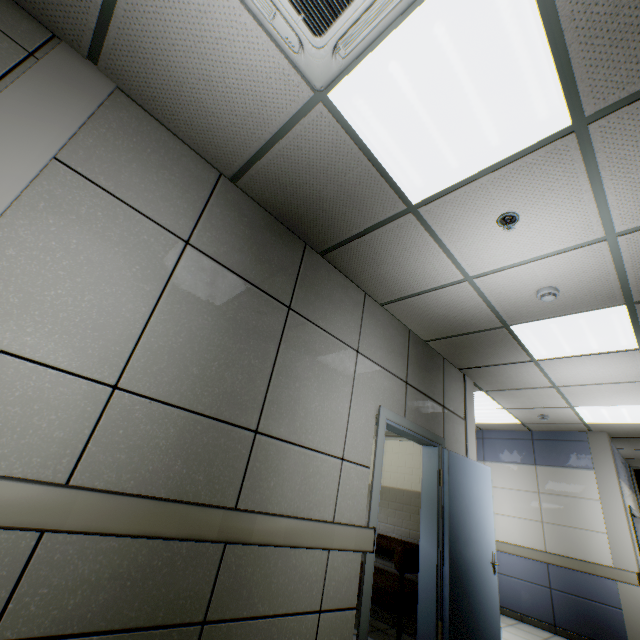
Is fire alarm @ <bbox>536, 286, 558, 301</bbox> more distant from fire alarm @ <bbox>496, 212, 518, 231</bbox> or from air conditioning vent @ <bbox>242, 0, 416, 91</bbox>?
air conditioning vent @ <bbox>242, 0, 416, 91</bbox>

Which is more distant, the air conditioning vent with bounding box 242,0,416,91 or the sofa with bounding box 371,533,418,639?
the sofa with bounding box 371,533,418,639

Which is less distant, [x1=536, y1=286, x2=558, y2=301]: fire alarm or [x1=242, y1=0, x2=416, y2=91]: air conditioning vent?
[x1=242, y1=0, x2=416, y2=91]: air conditioning vent

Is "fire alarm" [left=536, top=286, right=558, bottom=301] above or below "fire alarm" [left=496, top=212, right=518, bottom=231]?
below

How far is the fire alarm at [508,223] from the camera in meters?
2.3 m

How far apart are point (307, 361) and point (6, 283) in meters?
1.9

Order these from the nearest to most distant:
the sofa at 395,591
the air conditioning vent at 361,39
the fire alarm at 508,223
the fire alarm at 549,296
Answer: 1. the air conditioning vent at 361,39
2. the fire alarm at 508,223
3. the fire alarm at 549,296
4. the sofa at 395,591

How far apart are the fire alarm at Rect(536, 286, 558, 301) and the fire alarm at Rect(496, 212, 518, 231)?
1.0 meters
